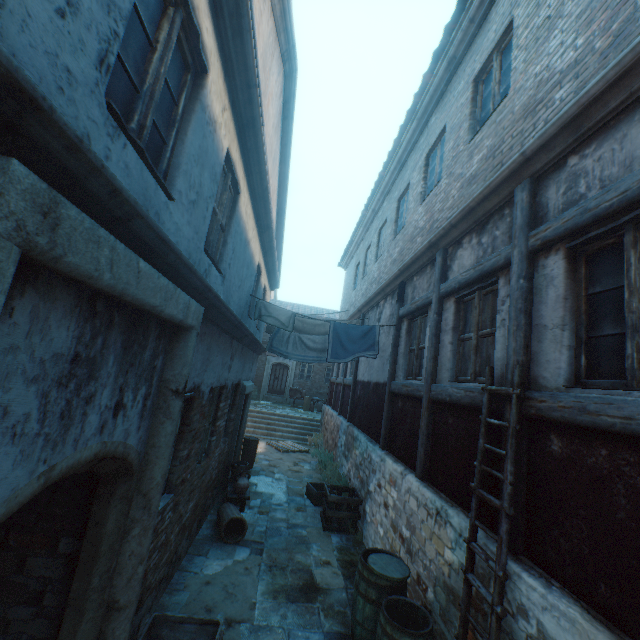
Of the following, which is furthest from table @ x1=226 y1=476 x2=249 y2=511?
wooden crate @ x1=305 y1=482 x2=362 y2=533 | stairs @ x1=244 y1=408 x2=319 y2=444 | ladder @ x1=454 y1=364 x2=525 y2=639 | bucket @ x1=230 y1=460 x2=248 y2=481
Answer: stairs @ x1=244 y1=408 x2=319 y2=444

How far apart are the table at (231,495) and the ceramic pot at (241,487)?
0.1m

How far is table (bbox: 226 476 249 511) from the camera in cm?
711

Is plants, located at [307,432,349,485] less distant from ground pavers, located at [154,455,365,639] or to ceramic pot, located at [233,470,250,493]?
ground pavers, located at [154,455,365,639]

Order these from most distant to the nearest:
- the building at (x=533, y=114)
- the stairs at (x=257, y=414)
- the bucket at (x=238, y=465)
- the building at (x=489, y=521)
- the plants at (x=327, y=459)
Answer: the stairs at (x=257, y=414) < the plants at (x=327, y=459) < the bucket at (x=238, y=465) < the building at (x=489, y=521) < the building at (x=533, y=114)

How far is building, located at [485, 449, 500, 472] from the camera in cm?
335

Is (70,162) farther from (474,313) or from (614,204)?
(474,313)

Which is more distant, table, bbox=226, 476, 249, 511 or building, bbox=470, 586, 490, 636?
table, bbox=226, 476, 249, 511
